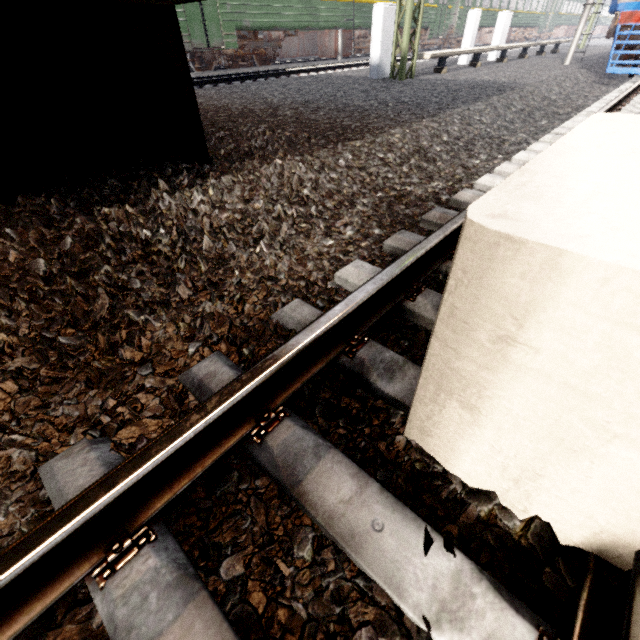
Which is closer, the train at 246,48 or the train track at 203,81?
the train track at 203,81

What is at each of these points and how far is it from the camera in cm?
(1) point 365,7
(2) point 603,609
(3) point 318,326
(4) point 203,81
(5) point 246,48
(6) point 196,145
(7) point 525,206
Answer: (1) train, 1553
(2) train track, 72
(3) train track, 126
(4) train track, 938
(5) train, 1293
(6) platform underside, 275
(7) concrete pillar, 65

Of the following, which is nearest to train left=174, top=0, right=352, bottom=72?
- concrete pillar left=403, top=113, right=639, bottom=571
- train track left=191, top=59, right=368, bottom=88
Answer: train track left=191, top=59, right=368, bottom=88

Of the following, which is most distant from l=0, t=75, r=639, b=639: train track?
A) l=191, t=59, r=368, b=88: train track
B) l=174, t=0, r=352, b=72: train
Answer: l=174, t=0, r=352, b=72: train

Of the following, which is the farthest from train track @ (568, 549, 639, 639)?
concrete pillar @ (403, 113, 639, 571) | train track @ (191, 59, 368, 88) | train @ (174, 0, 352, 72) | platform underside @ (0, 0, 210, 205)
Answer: train @ (174, 0, 352, 72)

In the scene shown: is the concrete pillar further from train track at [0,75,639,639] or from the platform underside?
the platform underside

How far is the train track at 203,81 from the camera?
9.6 meters

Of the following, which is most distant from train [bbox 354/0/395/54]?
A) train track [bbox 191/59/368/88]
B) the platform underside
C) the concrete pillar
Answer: the concrete pillar
